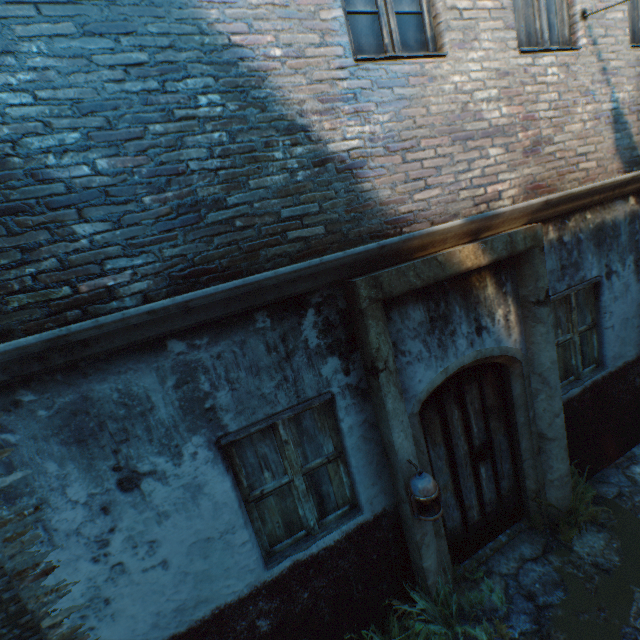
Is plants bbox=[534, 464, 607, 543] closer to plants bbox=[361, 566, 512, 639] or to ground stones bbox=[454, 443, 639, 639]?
ground stones bbox=[454, 443, 639, 639]

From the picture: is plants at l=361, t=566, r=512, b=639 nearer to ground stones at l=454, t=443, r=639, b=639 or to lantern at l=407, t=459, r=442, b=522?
→ ground stones at l=454, t=443, r=639, b=639

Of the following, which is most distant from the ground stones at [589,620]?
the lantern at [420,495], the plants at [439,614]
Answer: the lantern at [420,495]

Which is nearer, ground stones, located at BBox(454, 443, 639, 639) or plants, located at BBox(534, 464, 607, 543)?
ground stones, located at BBox(454, 443, 639, 639)

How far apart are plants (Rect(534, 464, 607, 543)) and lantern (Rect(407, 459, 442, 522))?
1.9m

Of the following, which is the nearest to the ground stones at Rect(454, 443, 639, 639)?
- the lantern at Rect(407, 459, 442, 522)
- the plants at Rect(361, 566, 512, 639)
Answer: the plants at Rect(361, 566, 512, 639)

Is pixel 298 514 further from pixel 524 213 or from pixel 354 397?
pixel 524 213

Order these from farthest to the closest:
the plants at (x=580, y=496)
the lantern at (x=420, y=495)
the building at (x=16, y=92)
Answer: the plants at (x=580, y=496) → the lantern at (x=420, y=495) → the building at (x=16, y=92)
